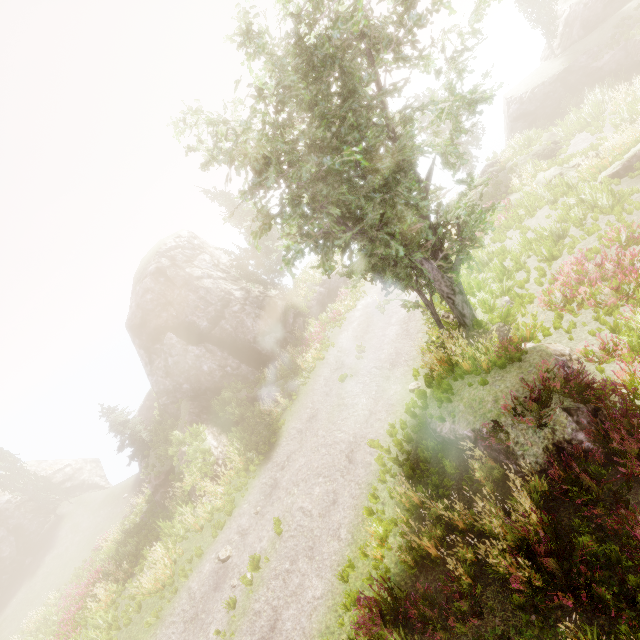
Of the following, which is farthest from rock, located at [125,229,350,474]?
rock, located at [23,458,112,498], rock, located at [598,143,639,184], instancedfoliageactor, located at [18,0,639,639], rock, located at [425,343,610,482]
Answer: rock, located at [598,143,639,184]

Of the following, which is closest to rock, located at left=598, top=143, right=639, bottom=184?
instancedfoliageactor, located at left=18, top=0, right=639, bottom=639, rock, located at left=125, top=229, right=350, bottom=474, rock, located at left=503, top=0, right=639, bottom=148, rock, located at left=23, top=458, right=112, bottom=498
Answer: instancedfoliageactor, located at left=18, top=0, right=639, bottom=639

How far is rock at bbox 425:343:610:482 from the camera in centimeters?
693cm

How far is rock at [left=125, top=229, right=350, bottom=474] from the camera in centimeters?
2264cm

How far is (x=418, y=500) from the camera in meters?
8.2 m

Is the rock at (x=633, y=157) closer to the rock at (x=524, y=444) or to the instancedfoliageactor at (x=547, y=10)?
the instancedfoliageactor at (x=547, y=10)

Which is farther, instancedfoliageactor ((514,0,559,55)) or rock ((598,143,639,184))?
instancedfoliageactor ((514,0,559,55))

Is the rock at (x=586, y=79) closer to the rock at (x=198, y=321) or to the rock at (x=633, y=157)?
the rock at (x=633, y=157)
